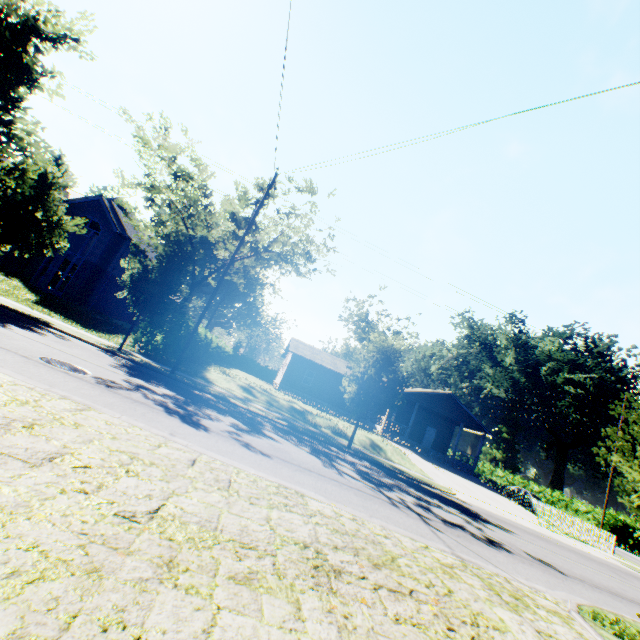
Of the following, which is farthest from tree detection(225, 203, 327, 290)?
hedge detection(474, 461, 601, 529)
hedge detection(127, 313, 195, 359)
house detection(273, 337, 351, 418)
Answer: hedge detection(474, 461, 601, 529)

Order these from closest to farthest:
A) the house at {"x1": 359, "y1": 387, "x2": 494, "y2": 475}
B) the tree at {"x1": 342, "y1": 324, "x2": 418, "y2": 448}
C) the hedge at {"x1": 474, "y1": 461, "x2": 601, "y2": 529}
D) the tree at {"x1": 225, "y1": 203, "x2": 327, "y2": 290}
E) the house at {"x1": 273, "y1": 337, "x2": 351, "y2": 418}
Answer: the tree at {"x1": 342, "y1": 324, "x2": 418, "y2": 448} → the tree at {"x1": 225, "y1": 203, "x2": 327, "y2": 290} → the house at {"x1": 359, "y1": 387, "x2": 494, "y2": 475} → the house at {"x1": 273, "y1": 337, "x2": 351, "y2": 418} → the hedge at {"x1": 474, "y1": 461, "x2": 601, "y2": 529}

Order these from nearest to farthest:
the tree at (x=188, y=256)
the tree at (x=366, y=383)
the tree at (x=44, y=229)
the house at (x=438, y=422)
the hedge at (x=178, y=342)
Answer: the tree at (x=44, y=229) < the tree at (x=188, y=256) < the tree at (x=366, y=383) < the hedge at (x=178, y=342) < the house at (x=438, y=422)

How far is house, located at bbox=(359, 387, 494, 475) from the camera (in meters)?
30.05

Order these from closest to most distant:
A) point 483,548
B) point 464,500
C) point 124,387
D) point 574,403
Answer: point 483,548
point 124,387
point 464,500
point 574,403

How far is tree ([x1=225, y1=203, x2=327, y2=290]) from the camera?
20.3 meters

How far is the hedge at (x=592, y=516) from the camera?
36.66m
